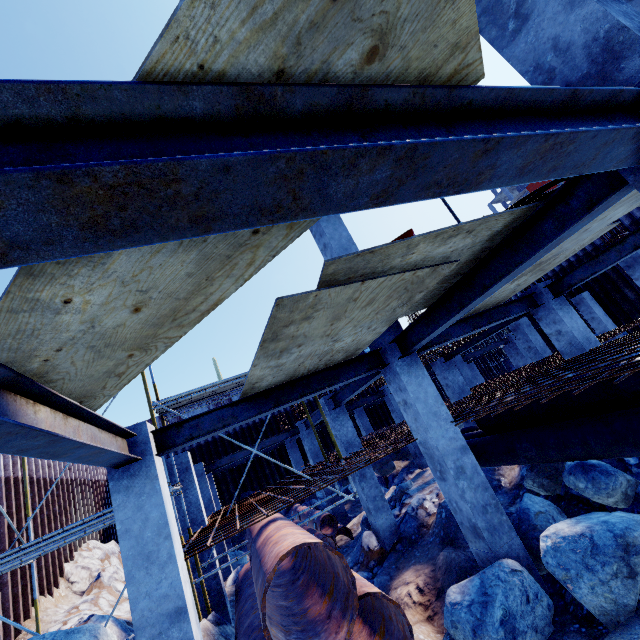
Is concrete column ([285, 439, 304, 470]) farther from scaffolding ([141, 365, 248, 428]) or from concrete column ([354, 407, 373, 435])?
scaffolding ([141, 365, 248, 428])

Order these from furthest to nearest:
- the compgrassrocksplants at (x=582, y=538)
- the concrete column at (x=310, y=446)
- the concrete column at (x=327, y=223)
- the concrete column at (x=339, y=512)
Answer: the concrete column at (x=310, y=446)
the concrete column at (x=339, y=512)
the concrete column at (x=327, y=223)
the compgrassrocksplants at (x=582, y=538)

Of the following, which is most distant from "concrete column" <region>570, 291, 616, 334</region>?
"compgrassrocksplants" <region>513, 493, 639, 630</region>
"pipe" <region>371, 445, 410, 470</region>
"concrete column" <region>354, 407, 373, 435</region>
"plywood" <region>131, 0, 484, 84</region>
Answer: "compgrassrocksplants" <region>513, 493, 639, 630</region>

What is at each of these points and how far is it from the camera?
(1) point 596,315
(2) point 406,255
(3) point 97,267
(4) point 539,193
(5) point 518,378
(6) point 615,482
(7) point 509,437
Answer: (1) concrete column, 16.1m
(2) plywood, 3.2m
(3) plywood, 1.6m
(4) hose, 3.4m
(5) rebar, 9.2m
(6) compgrassrocksplants, 5.4m
(7) pipe, 7.0m

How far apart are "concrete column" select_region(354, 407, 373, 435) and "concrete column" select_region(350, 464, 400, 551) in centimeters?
1033cm

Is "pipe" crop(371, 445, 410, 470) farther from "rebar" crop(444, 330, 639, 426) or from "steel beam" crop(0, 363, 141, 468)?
"steel beam" crop(0, 363, 141, 468)

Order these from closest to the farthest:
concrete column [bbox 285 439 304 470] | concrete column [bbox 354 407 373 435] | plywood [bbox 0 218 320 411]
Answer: plywood [bbox 0 218 320 411] < concrete column [bbox 285 439 304 470] < concrete column [bbox 354 407 373 435]

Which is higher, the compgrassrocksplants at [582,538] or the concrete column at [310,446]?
the concrete column at [310,446]
